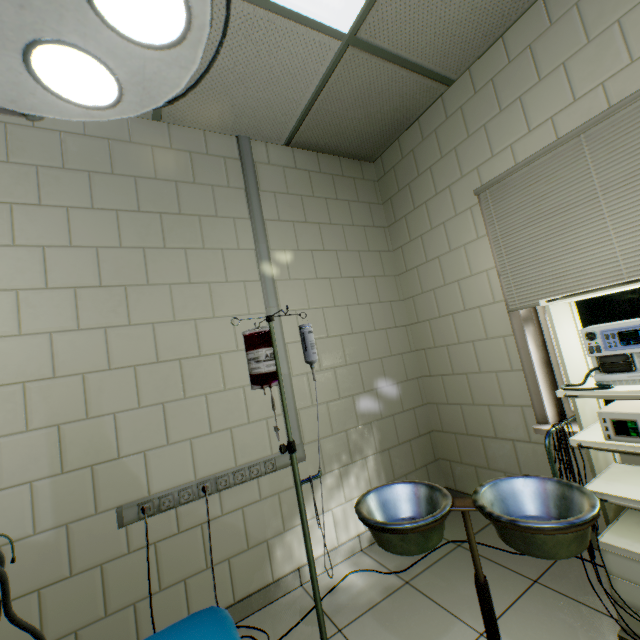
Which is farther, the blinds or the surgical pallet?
the blinds

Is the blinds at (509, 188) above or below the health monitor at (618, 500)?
above

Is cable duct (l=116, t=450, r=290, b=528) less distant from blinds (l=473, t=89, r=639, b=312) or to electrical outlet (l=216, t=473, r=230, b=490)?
electrical outlet (l=216, t=473, r=230, b=490)

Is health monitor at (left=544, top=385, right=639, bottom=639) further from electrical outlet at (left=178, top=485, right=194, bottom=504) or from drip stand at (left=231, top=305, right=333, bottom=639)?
electrical outlet at (left=178, top=485, right=194, bottom=504)

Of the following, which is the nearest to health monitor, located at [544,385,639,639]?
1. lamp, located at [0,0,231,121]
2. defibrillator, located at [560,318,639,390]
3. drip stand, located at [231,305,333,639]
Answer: defibrillator, located at [560,318,639,390]

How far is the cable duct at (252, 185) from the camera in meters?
2.4

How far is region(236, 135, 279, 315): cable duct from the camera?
2.4m

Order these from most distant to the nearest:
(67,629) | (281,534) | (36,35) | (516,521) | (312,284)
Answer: (312,284) → (281,534) → (67,629) → (516,521) → (36,35)
